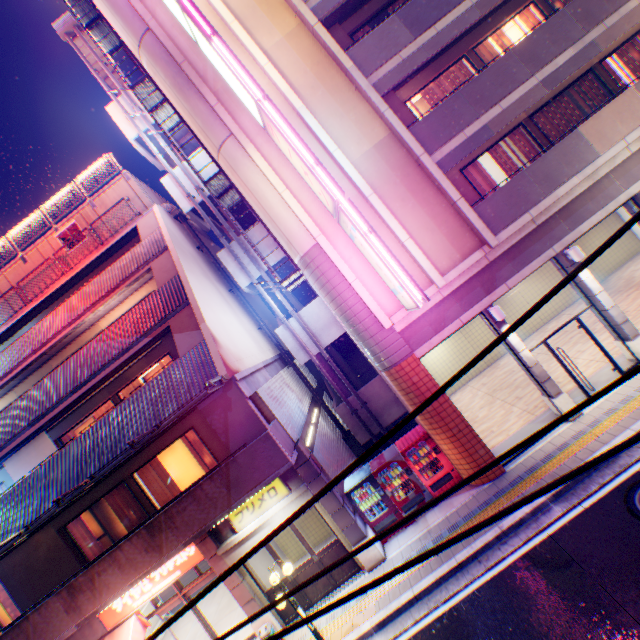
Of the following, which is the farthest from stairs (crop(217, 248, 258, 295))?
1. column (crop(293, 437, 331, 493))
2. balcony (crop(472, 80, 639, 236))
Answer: balcony (crop(472, 80, 639, 236))

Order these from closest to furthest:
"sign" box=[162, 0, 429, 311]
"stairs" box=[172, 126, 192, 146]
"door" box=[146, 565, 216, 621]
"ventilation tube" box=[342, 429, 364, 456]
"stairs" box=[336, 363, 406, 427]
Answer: "sign" box=[162, 0, 429, 311], "door" box=[146, 565, 216, 621], "stairs" box=[336, 363, 406, 427], "ventilation tube" box=[342, 429, 364, 456], "stairs" box=[172, 126, 192, 146]

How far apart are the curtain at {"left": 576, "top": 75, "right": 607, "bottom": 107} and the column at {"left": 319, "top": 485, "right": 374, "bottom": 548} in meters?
15.2 m

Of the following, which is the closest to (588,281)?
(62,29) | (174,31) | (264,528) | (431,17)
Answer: (431,17)

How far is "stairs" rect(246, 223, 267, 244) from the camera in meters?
15.3

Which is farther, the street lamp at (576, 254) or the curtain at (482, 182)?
the curtain at (482, 182)

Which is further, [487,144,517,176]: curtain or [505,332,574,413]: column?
[487,144,517,176]: curtain

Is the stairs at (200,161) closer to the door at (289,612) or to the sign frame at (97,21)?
the sign frame at (97,21)
